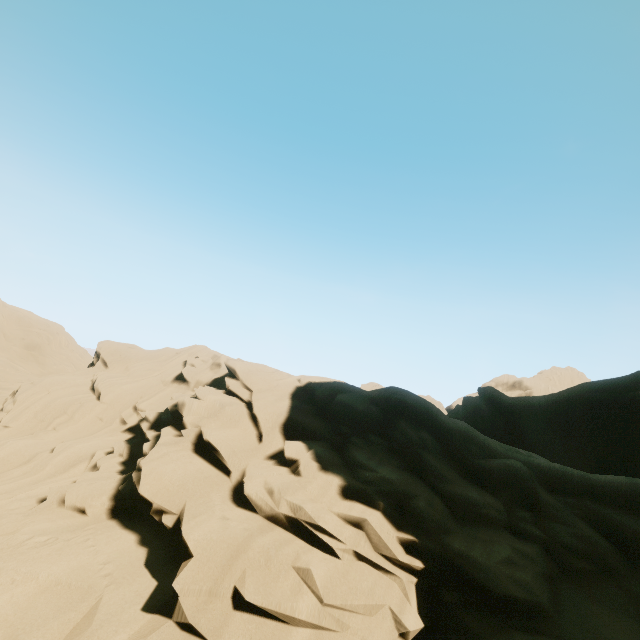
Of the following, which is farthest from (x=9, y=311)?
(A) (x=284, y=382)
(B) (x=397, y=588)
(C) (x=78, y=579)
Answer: (B) (x=397, y=588)
